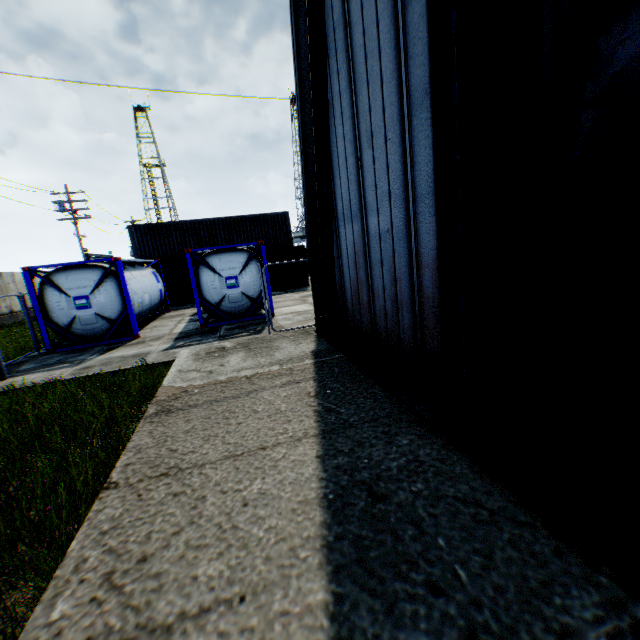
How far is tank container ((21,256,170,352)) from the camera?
11.1 meters

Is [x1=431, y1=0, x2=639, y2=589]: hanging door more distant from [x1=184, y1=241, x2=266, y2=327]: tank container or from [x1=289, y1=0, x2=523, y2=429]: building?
[x1=184, y1=241, x2=266, y2=327]: tank container

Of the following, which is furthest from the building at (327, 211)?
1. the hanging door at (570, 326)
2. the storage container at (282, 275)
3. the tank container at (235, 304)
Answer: the storage container at (282, 275)

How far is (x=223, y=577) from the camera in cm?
190

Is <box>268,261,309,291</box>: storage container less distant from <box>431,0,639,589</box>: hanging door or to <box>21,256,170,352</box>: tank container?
<box>21,256,170,352</box>: tank container

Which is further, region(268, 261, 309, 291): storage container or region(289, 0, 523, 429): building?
region(268, 261, 309, 291): storage container

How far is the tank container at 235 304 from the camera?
12.3m

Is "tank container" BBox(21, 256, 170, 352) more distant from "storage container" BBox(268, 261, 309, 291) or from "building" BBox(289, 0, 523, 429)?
"building" BBox(289, 0, 523, 429)
